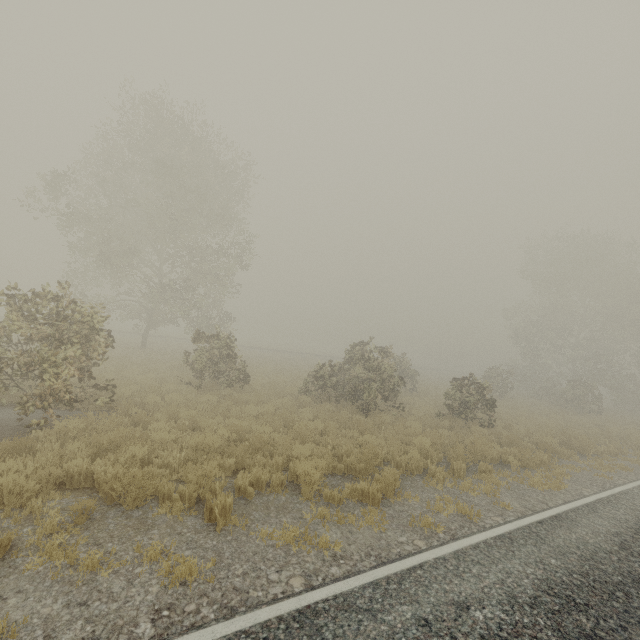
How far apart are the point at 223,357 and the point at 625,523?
14.6m

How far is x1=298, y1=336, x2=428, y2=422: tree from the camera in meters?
14.5 m

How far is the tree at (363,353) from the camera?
14.5 meters
